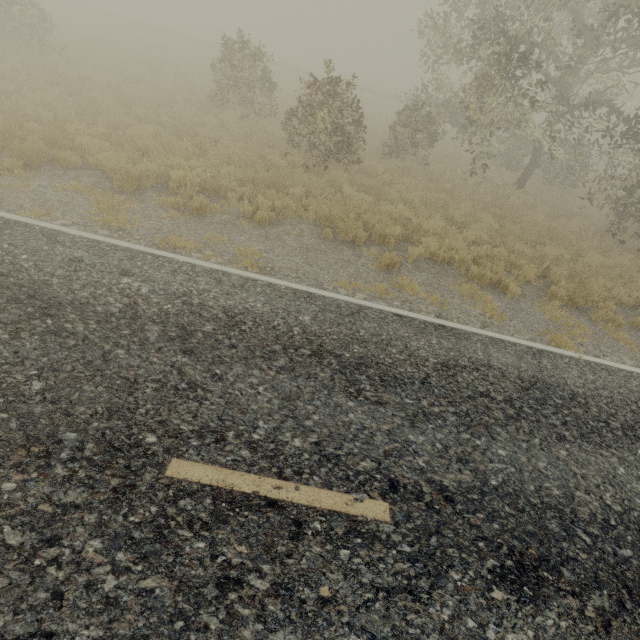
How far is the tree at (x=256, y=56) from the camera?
13.7m

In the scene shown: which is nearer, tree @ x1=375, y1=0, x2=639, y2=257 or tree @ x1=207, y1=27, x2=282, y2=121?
tree @ x1=375, y1=0, x2=639, y2=257

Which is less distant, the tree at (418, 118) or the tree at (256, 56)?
the tree at (418, 118)

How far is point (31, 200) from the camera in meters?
6.5

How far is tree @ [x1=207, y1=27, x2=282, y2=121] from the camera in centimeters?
1368cm
